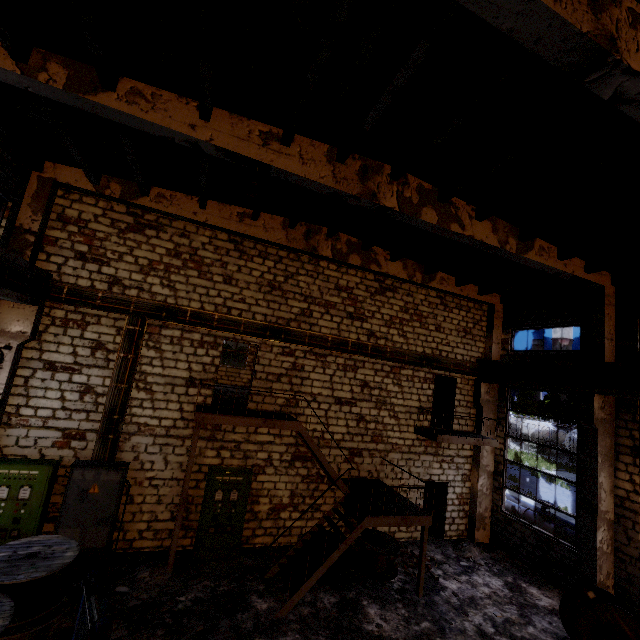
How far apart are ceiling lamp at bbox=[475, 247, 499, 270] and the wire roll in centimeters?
1258cm

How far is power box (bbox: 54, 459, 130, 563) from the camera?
8.46m

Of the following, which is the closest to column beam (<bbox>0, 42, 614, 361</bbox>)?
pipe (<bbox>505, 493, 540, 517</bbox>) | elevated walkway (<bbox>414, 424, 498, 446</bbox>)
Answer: elevated walkway (<bbox>414, 424, 498, 446</bbox>)

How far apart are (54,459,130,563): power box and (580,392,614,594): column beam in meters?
13.5

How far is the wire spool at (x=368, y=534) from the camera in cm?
988

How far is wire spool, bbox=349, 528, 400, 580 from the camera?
9.88m

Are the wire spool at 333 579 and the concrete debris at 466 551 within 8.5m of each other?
yes

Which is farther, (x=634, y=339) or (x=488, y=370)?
(x=488, y=370)
